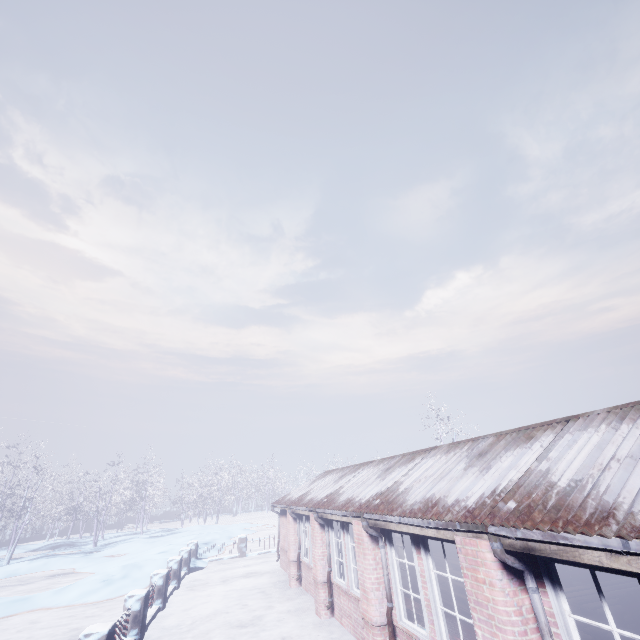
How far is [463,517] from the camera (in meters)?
3.71

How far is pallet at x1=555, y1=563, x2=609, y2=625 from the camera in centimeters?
405cm

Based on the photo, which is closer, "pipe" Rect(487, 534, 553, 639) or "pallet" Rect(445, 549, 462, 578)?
"pipe" Rect(487, 534, 553, 639)

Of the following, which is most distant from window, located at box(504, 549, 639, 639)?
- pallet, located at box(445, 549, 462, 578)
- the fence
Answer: the fence

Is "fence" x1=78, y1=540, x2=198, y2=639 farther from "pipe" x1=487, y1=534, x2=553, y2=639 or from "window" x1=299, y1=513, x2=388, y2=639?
"pipe" x1=487, y1=534, x2=553, y2=639

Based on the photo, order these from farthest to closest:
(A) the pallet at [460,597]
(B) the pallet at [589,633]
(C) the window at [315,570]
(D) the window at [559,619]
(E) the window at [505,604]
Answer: (A) the pallet at [460,597] < (C) the window at [315,570] < (B) the pallet at [589,633] < (E) the window at [505,604] < (D) the window at [559,619]

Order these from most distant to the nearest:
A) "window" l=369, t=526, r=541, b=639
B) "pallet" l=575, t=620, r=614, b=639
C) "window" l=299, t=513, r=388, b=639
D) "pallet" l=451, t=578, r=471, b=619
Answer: "pallet" l=451, t=578, r=471, b=619 → "window" l=299, t=513, r=388, b=639 → "pallet" l=575, t=620, r=614, b=639 → "window" l=369, t=526, r=541, b=639

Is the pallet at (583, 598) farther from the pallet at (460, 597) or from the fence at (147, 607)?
the fence at (147, 607)
